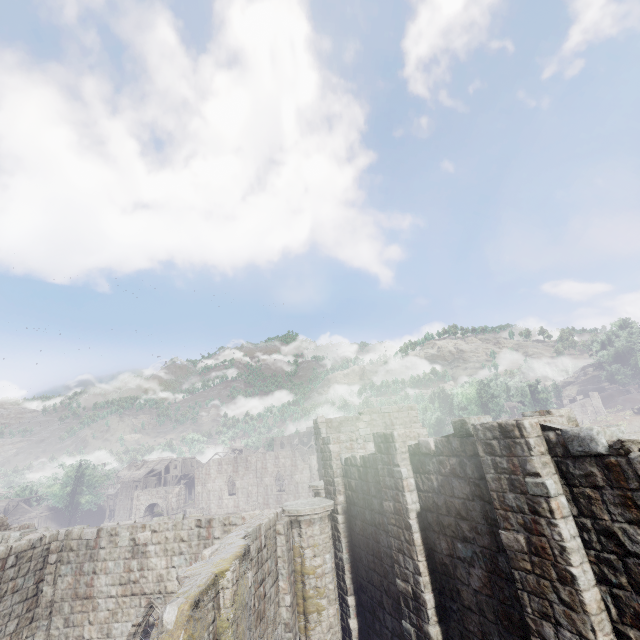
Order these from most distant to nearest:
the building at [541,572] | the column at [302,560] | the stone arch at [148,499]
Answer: the stone arch at [148,499], the column at [302,560], the building at [541,572]

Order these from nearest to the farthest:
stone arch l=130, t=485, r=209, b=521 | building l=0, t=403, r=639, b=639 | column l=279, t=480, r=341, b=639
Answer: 1. building l=0, t=403, r=639, b=639
2. column l=279, t=480, r=341, b=639
3. stone arch l=130, t=485, r=209, b=521

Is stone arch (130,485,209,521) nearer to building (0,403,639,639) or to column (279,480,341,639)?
building (0,403,639,639)

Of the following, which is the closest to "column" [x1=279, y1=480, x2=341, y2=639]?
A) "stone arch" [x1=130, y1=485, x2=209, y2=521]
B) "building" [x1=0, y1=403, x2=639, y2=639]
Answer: "building" [x1=0, y1=403, x2=639, y2=639]

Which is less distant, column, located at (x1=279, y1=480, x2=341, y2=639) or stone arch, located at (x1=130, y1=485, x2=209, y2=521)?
column, located at (x1=279, y1=480, x2=341, y2=639)

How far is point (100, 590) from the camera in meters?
12.5 m

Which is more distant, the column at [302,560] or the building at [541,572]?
the column at [302,560]

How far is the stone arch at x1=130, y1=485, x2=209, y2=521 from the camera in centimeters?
5059cm
